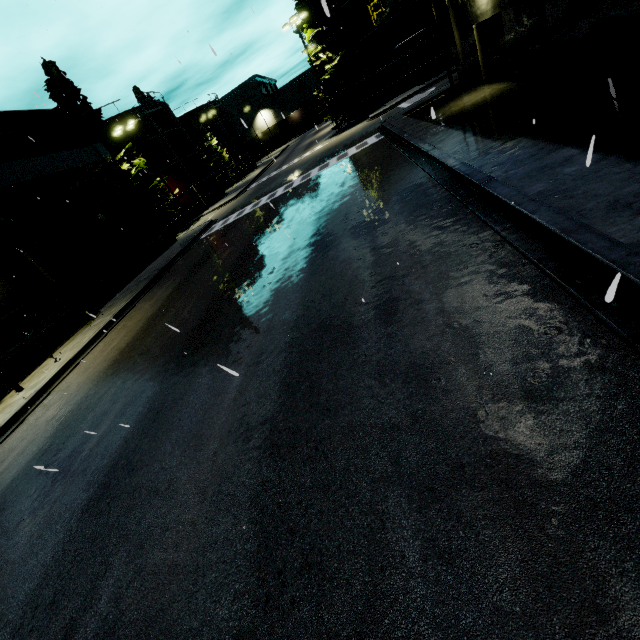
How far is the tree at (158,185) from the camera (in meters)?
27.75

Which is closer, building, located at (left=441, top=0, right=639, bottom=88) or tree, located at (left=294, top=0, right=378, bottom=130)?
building, located at (left=441, top=0, right=639, bottom=88)

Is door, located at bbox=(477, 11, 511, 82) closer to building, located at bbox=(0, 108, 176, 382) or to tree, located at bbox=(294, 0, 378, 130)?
building, located at bbox=(0, 108, 176, 382)

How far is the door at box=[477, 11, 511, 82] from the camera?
12.8m

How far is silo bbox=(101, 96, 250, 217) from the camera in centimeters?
3516cm

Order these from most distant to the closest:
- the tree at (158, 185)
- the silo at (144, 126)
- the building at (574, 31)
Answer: the silo at (144, 126)
the tree at (158, 185)
the building at (574, 31)

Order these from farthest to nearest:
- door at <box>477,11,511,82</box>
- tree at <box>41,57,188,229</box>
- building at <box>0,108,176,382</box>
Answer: tree at <box>41,57,188,229</box> → building at <box>0,108,176,382</box> → door at <box>477,11,511,82</box>

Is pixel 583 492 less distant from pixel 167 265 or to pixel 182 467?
pixel 182 467
